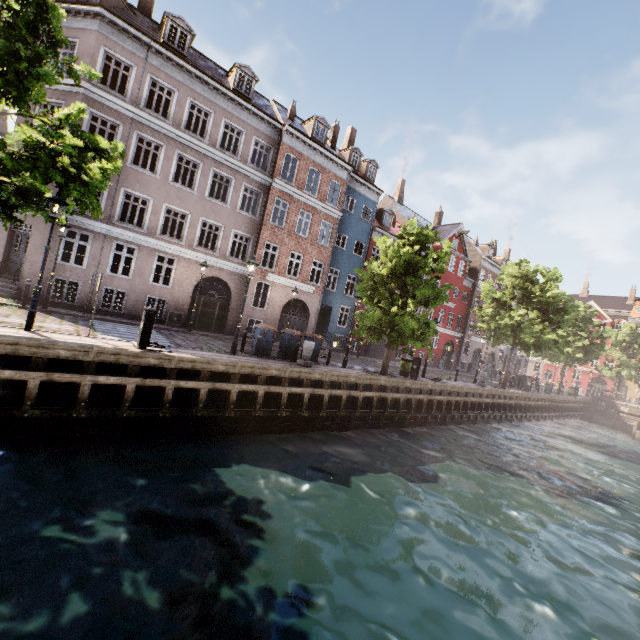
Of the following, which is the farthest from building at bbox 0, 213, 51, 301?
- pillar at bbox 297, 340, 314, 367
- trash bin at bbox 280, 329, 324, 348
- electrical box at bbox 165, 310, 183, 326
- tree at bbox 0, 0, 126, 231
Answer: pillar at bbox 297, 340, 314, 367

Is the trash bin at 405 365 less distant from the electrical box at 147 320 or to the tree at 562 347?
the tree at 562 347

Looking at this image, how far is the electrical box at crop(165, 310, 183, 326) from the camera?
18.0m

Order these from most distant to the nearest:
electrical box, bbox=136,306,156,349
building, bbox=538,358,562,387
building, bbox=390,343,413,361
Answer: building, bbox=538,358,562,387
building, bbox=390,343,413,361
electrical box, bbox=136,306,156,349

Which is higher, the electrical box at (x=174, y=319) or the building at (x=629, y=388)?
the building at (x=629, y=388)

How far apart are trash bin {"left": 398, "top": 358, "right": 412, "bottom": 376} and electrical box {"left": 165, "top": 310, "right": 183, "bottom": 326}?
12.9m

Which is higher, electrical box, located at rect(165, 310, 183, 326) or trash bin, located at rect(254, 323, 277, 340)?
trash bin, located at rect(254, 323, 277, 340)

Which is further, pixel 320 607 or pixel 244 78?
pixel 244 78
